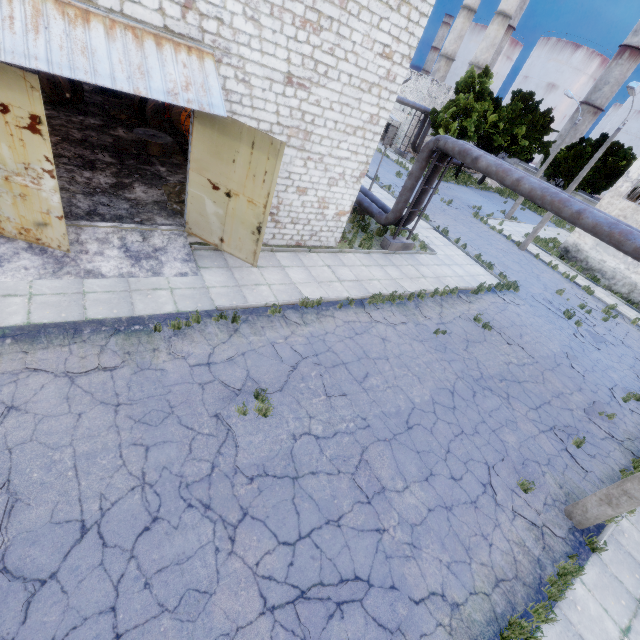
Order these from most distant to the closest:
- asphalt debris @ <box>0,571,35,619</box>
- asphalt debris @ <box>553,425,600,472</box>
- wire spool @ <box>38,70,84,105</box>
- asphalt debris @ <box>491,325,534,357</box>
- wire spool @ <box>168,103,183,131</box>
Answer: wire spool @ <box>168,103,183,131</box>
wire spool @ <box>38,70,84,105</box>
asphalt debris @ <box>491,325,534,357</box>
asphalt debris @ <box>553,425,600,472</box>
asphalt debris @ <box>0,571,35,619</box>

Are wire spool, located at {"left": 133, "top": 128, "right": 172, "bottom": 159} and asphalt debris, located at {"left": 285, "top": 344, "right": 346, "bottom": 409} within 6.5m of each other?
no

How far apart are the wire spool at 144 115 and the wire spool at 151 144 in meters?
2.5

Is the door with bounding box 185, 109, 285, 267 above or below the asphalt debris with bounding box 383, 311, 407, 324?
above

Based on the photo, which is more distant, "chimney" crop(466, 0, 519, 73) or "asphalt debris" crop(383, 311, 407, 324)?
"chimney" crop(466, 0, 519, 73)

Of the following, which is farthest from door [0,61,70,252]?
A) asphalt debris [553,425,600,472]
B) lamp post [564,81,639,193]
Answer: lamp post [564,81,639,193]

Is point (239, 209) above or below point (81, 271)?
above

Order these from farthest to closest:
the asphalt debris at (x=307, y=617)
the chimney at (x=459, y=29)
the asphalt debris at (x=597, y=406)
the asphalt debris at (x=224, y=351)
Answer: the chimney at (x=459, y=29)
the asphalt debris at (x=597, y=406)
the asphalt debris at (x=224, y=351)
the asphalt debris at (x=307, y=617)
